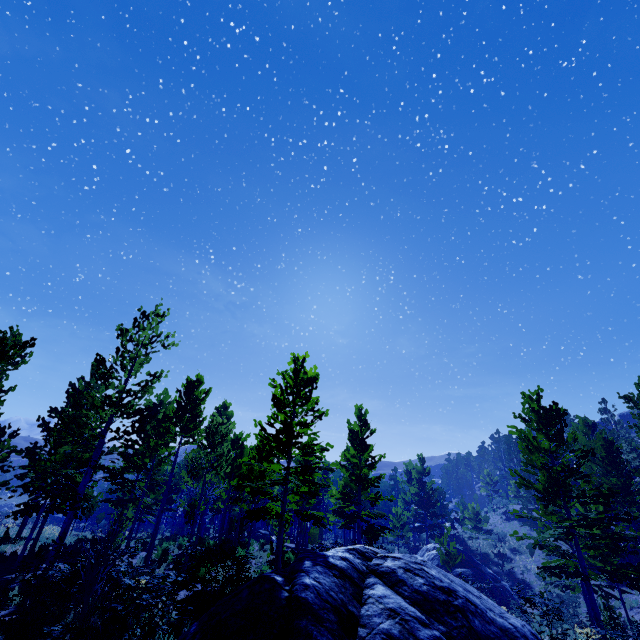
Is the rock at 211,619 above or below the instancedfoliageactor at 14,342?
below

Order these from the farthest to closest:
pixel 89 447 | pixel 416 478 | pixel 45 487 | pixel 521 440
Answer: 1. pixel 416 478
2. pixel 521 440
3. pixel 89 447
4. pixel 45 487

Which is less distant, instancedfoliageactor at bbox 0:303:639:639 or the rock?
the rock

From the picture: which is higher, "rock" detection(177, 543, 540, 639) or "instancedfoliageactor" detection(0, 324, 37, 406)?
"instancedfoliageactor" detection(0, 324, 37, 406)

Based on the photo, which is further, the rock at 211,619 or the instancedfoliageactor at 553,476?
the instancedfoliageactor at 553,476
